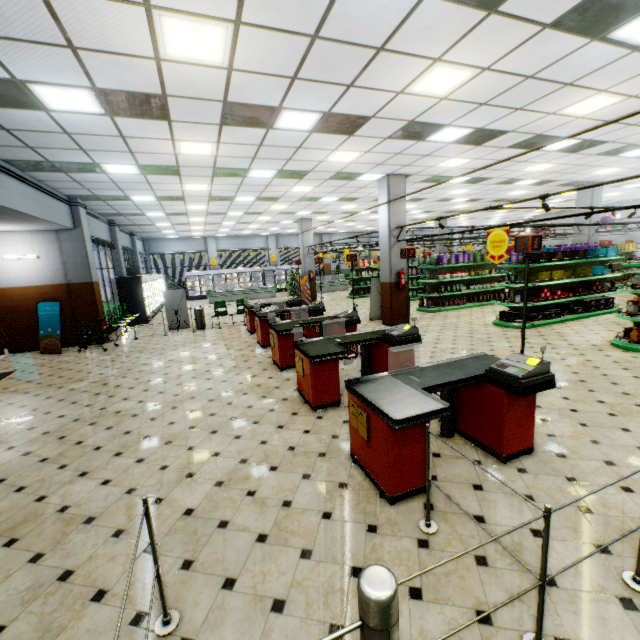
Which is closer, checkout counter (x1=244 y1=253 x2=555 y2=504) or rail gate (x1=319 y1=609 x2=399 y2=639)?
rail gate (x1=319 y1=609 x2=399 y2=639)

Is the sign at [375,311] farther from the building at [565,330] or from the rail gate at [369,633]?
the rail gate at [369,633]

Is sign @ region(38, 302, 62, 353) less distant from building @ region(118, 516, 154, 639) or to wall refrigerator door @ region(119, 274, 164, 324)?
building @ region(118, 516, 154, 639)

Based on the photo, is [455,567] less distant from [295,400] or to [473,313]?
[295,400]

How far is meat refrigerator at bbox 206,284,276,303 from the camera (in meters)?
22.45

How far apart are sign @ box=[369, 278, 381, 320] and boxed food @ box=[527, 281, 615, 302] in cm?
432

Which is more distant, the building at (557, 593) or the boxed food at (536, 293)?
the boxed food at (536, 293)

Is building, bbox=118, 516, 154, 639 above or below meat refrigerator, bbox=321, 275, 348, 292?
below
